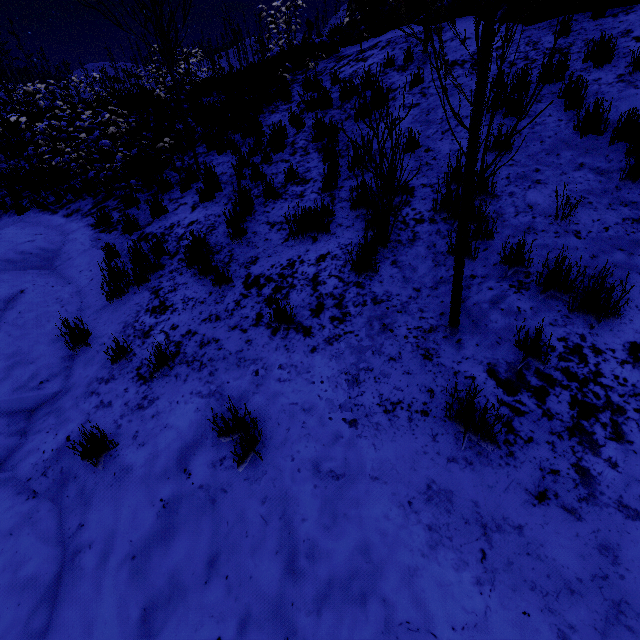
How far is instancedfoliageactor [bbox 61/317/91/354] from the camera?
3.86m

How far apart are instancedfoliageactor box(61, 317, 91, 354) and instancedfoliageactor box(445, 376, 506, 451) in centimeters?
419cm

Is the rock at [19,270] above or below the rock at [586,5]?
below

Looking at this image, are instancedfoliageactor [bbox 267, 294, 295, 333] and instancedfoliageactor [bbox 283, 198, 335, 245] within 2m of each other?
yes

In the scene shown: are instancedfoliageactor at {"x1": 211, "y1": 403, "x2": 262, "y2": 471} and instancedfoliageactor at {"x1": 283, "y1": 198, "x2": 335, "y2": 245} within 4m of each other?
yes

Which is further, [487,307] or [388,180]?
[388,180]

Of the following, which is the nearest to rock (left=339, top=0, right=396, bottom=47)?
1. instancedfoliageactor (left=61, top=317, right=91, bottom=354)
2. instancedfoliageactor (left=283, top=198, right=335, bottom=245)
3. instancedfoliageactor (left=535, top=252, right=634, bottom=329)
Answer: instancedfoliageactor (left=535, top=252, right=634, bottom=329)

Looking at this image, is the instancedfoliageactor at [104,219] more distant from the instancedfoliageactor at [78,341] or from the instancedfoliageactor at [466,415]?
the instancedfoliageactor at [466,415]
